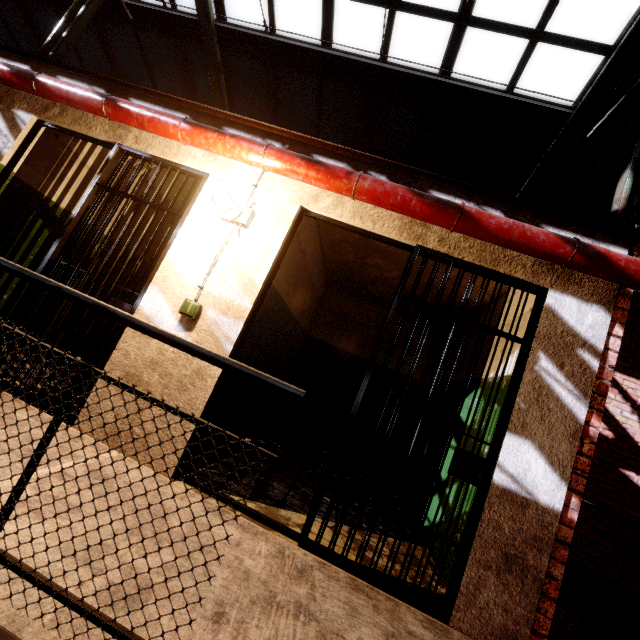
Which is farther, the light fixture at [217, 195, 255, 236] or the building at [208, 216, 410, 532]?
the building at [208, 216, 410, 532]

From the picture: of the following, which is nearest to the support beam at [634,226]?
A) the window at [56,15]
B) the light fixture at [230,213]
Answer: the window at [56,15]

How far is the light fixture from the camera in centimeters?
256cm

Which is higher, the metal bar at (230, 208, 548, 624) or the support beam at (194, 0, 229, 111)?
the support beam at (194, 0, 229, 111)

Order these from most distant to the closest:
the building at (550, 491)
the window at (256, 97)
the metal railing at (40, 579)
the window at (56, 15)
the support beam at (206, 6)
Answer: the window at (56, 15)
the support beam at (206, 6)
the window at (256, 97)
the building at (550, 491)
the metal railing at (40, 579)

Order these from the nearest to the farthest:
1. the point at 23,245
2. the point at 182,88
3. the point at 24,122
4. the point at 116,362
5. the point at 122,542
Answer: the point at 122,542 → the point at 116,362 → the point at 24,122 → the point at 23,245 → the point at 182,88

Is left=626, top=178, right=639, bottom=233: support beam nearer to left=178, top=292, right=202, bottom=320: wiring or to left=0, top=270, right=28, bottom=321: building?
left=0, top=270, right=28, bottom=321: building

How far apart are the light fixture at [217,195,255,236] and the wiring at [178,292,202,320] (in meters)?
0.06
